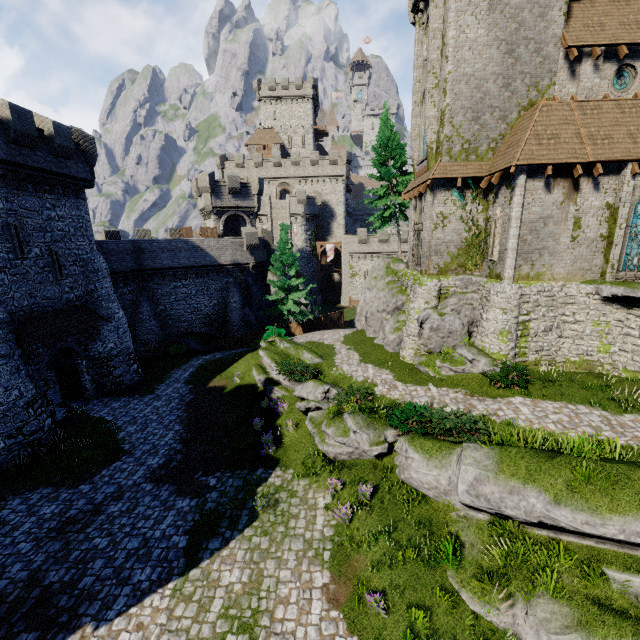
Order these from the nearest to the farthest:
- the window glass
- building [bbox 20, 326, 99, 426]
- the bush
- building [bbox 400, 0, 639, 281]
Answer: the bush
building [bbox 400, 0, 639, 281]
the window glass
building [bbox 20, 326, 99, 426]

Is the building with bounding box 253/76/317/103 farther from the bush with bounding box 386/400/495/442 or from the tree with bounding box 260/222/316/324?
the bush with bounding box 386/400/495/442

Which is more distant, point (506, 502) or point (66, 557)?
point (66, 557)

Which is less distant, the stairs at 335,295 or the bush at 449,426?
the bush at 449,426

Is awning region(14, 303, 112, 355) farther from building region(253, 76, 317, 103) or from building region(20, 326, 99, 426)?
building region(253, 76, 317, 103)

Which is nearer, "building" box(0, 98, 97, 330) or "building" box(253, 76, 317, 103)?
"building" box(0, 98, 97, 330)

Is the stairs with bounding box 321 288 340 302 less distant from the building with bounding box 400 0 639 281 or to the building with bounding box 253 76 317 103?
the building with bounding box 253 76 317 103

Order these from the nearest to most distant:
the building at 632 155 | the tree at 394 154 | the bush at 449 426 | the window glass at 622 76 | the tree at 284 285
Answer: the bush at 449 426
the building at 632 155
the window glass at 622 76
the tree at 394 154
the tree at 284 285
